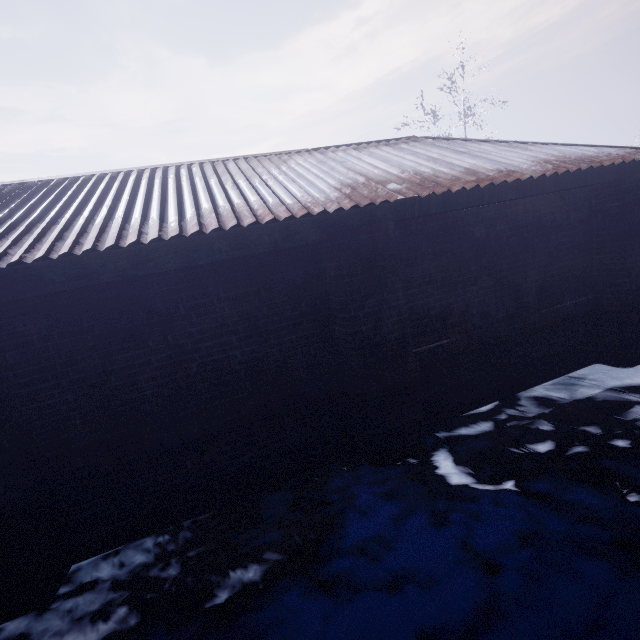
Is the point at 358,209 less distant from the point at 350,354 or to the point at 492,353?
the point at 350,354
